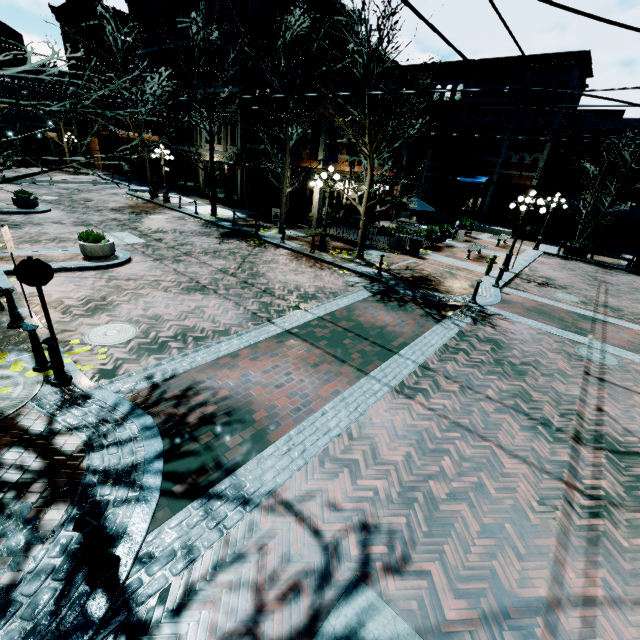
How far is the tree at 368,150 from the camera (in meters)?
11.00

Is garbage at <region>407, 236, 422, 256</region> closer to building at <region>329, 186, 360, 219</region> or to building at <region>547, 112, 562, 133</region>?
building at <region>329, 186, 360, 219</region>

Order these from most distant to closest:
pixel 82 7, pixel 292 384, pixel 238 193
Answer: pixel 82 7 < pixel 238 193 < pixel 292 384

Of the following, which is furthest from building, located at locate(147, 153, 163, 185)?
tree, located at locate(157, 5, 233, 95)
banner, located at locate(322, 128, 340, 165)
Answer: tree, located at locate(157, 5, 233, 95)

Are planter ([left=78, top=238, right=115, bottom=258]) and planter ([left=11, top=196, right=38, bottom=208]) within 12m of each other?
yes

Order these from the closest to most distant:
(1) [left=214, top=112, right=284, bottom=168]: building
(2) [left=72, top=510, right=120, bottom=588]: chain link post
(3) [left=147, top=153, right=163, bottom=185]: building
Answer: (2) [left=72, top=510, right=120, bottom=588]: chain link post < (1) [left=214, top=112, right=284, bottom=168]: building < (3) [left=147, top=153, right=163, bottom=185]: building

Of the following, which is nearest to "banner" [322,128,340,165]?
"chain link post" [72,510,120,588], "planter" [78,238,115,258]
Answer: "planter" [78,238,115,258]

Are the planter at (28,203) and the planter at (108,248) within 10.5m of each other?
yes
